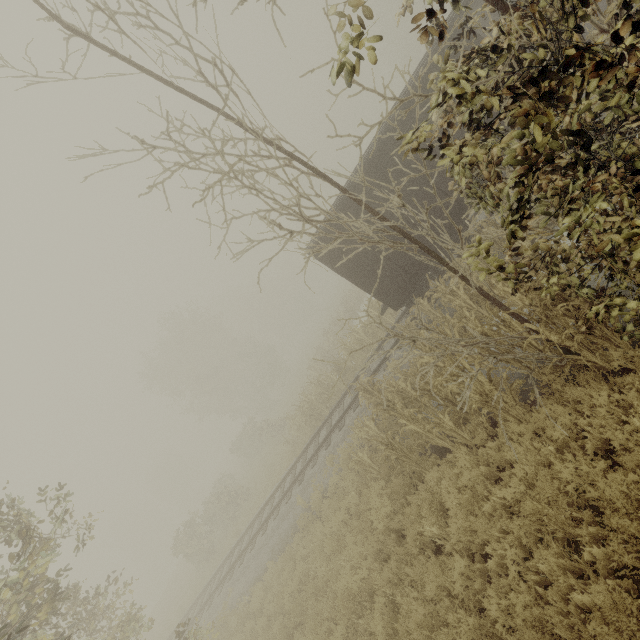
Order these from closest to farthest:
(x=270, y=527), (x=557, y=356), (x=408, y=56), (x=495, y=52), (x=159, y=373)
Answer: (x=495, y=52) → (x=557, y=356) → (x=270, y=527) → (x=159, y=373) → (x=408, y=56)

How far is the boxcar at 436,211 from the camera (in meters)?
10.34

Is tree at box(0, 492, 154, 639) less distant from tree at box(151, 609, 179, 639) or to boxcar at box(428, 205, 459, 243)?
tree at box(151, 609, 179, 639)

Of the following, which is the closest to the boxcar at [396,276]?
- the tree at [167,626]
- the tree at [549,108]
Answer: the tree at [549,108]

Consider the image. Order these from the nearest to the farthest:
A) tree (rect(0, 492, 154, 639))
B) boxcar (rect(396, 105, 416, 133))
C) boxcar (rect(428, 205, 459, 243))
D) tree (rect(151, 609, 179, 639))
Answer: tree (rect(0, 492, 154, 639))
boxcar (rect(396, 105, 416, 133))
boxcar (rect(428, 205, 459, 243))
tree (rect(151, 609, 179, 639))

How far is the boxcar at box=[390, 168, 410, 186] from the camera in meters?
10.1 m

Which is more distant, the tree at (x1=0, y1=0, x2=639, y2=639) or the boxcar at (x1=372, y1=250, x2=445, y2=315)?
the boxcar at (x1=372, y1=250, x2=445, y2=315)

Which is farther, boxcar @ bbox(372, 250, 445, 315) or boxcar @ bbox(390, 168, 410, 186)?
boxcar @ bbox(372, 250, 445, 315)
